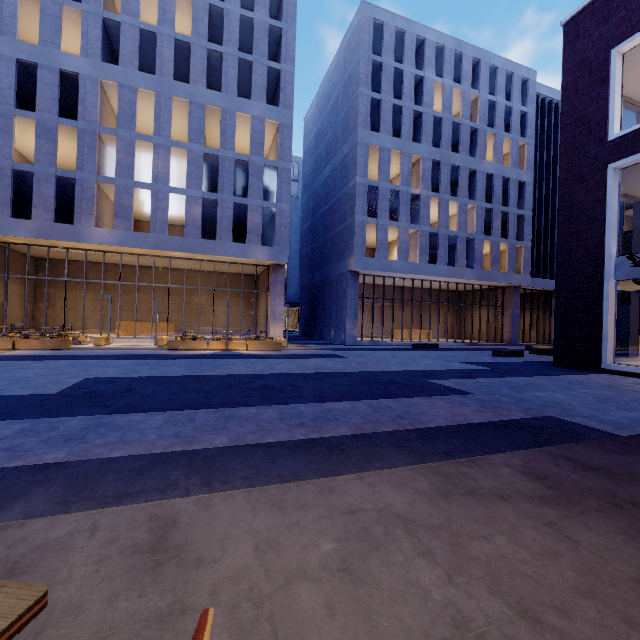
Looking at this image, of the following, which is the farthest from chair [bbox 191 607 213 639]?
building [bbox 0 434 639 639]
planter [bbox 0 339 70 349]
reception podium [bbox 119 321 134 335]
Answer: reception podium [bbox 119 321 134 335]

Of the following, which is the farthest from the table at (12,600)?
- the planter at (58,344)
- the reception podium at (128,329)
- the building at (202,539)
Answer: the reception podium at (128,329)

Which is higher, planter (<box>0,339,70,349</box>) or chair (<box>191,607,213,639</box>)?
chair (<box>191,607,213,639</box>)

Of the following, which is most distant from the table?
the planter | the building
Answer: the planter

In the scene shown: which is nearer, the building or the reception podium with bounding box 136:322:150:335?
the building

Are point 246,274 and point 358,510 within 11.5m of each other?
no

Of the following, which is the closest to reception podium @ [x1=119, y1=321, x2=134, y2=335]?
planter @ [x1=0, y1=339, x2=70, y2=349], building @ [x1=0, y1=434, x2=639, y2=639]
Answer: planter @ [x1=0, y1=339, x2=70, y2=349]
